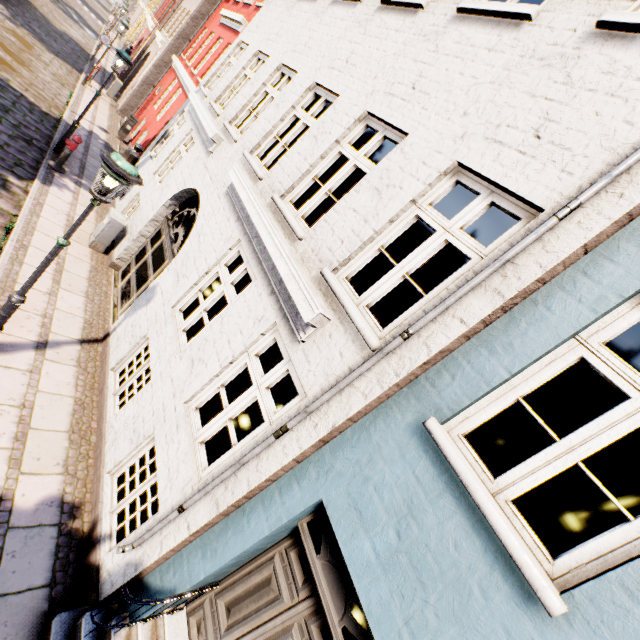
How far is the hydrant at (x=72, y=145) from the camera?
9.3 meters

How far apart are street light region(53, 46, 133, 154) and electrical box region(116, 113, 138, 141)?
6.0m

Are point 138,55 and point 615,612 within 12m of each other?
no

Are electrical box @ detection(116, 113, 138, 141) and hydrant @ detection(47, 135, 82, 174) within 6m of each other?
no

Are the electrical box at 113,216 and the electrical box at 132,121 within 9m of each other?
no

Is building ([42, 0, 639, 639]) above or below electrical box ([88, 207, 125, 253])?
above

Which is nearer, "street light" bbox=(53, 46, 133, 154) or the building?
the building

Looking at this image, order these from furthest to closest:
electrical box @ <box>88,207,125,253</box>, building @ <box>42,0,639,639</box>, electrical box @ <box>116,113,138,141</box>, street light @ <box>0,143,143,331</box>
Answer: electrical box @ <box>116,113,138,141</box>, electrical box @ <box>88,207,125,253</box>, street light @ <box>0,143,143,331</box>, building @ <box>42,0,639,639</box>
